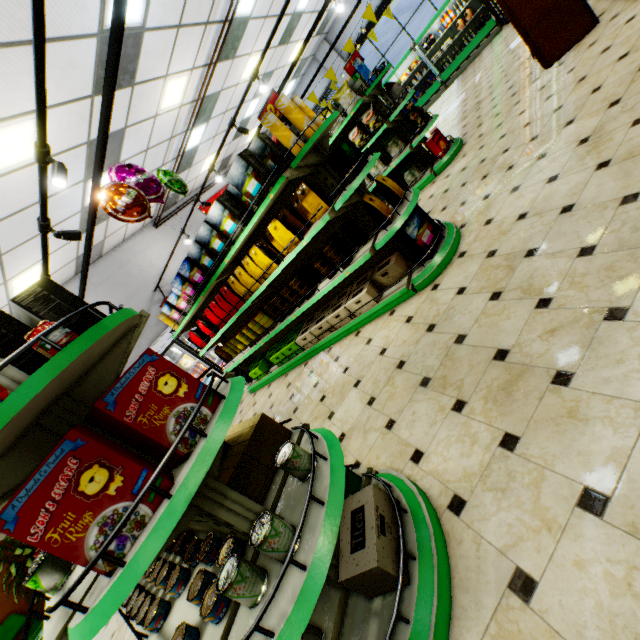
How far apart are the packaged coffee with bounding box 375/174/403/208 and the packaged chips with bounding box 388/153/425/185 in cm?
276

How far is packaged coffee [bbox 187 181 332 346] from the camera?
3.56m

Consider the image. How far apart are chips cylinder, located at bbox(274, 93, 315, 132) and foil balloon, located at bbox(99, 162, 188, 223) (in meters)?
2.24

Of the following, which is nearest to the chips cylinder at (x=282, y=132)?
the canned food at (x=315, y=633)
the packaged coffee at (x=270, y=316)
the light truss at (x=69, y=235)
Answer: the light truss at (x=69, y=235)

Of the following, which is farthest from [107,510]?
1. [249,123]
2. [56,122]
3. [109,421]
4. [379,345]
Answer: [249,123]

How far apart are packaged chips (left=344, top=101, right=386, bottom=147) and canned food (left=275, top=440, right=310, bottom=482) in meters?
5.9 m

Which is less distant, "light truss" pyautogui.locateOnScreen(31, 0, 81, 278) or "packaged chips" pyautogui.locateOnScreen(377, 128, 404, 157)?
"light truss" pyautogui.locateOnScreen(31, 0, 81, 278)

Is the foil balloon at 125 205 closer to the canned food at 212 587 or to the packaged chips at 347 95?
the packaged chips at 347 95
